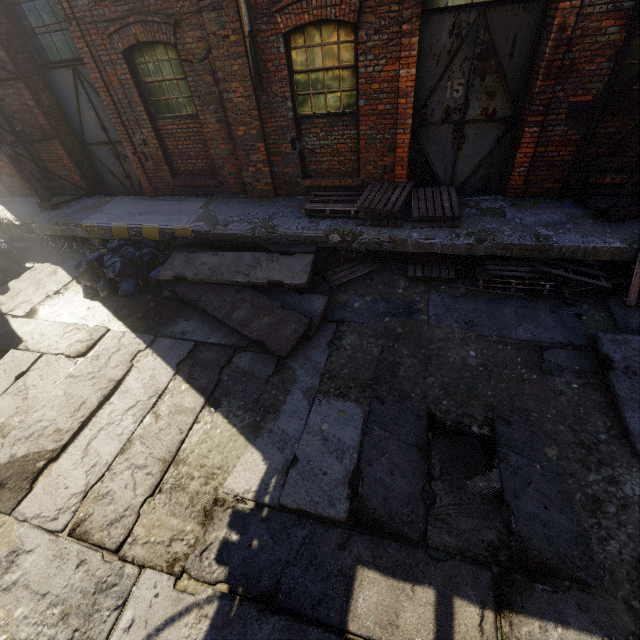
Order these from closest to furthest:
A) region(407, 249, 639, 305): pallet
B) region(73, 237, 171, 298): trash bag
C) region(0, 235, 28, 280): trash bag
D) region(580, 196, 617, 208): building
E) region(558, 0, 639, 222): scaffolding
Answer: region(558, 0, 639, 222): scaffolding → region(407, 249, 639, 305): pallet → region(580, 196, 617, 208): building → region(73, 237, 171, 298): trash bag → region(0, 235, 28, 280): trash bag

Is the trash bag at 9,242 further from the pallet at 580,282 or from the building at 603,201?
the pallet at 580,282

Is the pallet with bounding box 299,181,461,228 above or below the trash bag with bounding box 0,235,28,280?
above

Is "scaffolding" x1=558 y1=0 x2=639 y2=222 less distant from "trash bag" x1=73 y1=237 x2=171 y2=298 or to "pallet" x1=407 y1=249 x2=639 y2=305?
"pallet" x1=407 y1=249 x2=639 y2=305

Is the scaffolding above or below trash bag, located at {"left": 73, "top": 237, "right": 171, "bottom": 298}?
above

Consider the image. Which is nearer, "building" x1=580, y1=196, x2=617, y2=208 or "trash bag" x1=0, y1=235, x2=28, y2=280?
"building" x1=580, y1=196, x2=617, y2=208

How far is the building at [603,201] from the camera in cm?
569

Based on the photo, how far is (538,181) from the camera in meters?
6.0
